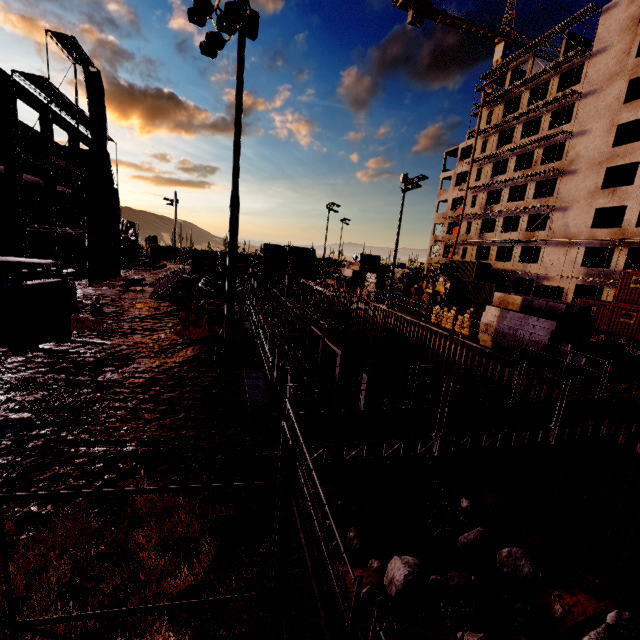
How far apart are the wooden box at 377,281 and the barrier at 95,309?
22.5 meters

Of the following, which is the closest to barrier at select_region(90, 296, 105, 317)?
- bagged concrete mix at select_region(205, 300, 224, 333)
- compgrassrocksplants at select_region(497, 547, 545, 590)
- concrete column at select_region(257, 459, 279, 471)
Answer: bagged concrete mix at select_region(205, 300, 224, 333)

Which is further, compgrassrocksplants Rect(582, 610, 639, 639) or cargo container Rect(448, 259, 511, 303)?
cargo container Rect(448, 259, 511, 303)

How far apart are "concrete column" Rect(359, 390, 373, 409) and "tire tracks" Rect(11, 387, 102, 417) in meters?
14.8 m

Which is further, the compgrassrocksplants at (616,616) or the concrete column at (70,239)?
the concrete column at (70,239)

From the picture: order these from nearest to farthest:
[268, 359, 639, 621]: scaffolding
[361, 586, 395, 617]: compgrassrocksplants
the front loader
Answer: [268, 359, 639, 621]: scaffolding, [361, 586, 395, 617]: compgrassrocksplants, the front loader

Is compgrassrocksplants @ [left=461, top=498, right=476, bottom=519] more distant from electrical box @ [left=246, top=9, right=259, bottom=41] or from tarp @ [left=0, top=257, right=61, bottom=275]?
tarp @ [left=0, top=257, right=61, bottom=275]

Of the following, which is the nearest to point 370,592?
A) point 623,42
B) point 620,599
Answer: point 620,599
